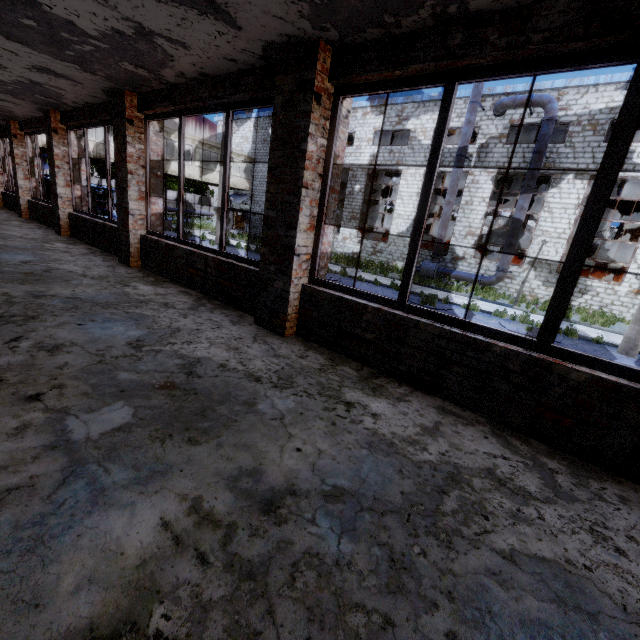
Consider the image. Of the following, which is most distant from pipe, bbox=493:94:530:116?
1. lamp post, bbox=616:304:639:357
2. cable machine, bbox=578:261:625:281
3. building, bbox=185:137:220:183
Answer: building, bbox=185:137:220:183

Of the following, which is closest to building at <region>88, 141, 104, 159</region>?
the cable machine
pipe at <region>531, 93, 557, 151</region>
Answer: pipe at <region>531, 93, 557, 151</region>

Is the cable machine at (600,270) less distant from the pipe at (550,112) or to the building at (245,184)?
the pipe at (550,112)

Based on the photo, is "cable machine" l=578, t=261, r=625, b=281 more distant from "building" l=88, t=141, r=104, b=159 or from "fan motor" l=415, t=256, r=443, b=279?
"building" l=88, t=141, r=104, b=159

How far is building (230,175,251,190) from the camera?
Answer: 30.4m

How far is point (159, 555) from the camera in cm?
141

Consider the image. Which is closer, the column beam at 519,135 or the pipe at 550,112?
the pipe at 550,112

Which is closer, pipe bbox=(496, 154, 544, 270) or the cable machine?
pipe bbox=(496, 154, 544, 270)
